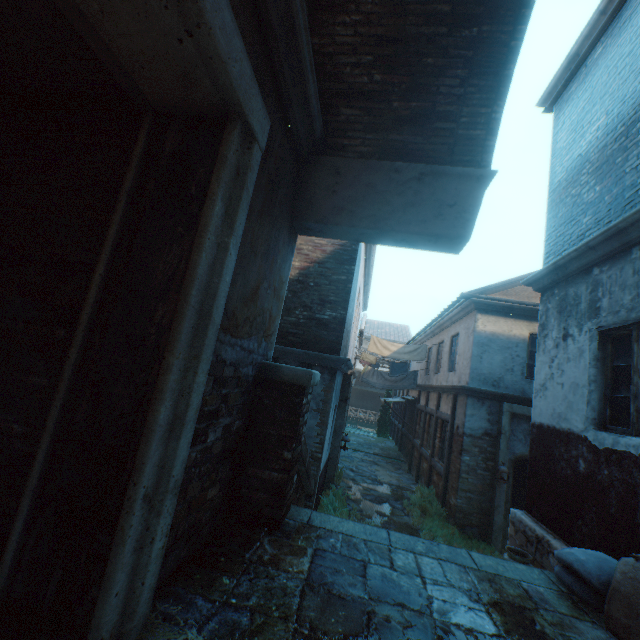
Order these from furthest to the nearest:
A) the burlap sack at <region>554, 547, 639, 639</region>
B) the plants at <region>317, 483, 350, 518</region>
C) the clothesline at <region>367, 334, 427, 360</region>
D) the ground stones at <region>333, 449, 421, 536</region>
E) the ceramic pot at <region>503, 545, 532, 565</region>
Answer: the clothesline at <region>367, 334, 427, 360</region> → the ground stones at <region>333, 449, 421, 536</region> → the plants at <region>317, 483, 350, 518</region> → the ceramic pot at <region>503, 545, 532, 565</region> → the burlap sack at <region>554, 547, 639, 639</region>

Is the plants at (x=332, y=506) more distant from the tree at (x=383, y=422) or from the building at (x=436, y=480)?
the tree at (x=383, y=422)

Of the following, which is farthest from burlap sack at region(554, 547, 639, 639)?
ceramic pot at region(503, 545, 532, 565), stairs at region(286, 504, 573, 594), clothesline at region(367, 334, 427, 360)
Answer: clothesline at region(367, 334, 427, 360)

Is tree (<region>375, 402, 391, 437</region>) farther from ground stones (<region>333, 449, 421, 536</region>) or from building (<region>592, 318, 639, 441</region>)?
ground stones (<region>333, 449, 421, 536</region>)

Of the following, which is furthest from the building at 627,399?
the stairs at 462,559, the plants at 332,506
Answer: the plants at 332,506

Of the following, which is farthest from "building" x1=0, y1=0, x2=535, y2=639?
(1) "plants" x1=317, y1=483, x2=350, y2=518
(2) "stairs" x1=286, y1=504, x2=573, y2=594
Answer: (1) "plants" x1=317, y1=483, x2=350, y2=518

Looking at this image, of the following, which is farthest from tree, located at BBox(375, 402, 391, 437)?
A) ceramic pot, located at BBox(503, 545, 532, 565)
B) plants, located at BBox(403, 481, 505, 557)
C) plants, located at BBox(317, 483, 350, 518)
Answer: ceramic pot, located at BBox(503, 545, 532, 565)

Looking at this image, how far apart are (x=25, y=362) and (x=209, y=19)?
2.3m
